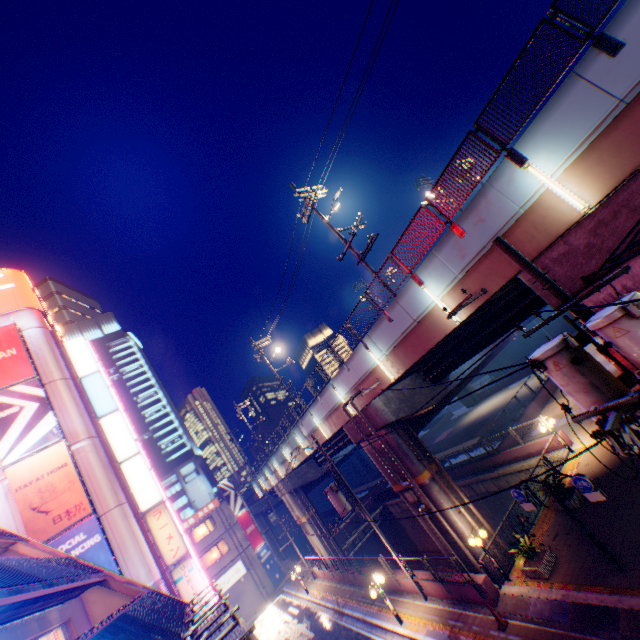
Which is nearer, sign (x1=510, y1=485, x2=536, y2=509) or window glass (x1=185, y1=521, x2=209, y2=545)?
sign (x1=510, y1=485, x2=536, y2=509)

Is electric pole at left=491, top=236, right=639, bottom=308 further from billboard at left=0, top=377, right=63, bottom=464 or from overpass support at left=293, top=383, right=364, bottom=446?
billboard at left=0, top=377, right=63, bottom=464

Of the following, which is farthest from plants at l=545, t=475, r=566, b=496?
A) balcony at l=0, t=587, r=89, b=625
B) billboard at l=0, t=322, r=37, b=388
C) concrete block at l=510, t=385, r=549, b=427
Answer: billboard at l=0, t=322, r=37, b=388

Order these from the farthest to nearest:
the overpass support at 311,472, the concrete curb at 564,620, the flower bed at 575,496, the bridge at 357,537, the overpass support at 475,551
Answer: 1. the bridge at 357,537
2. the overpass support at 311,472
3. the overpass support at 475,551
4. the flower bed at 575,496
5. the concrete curb at 564,620

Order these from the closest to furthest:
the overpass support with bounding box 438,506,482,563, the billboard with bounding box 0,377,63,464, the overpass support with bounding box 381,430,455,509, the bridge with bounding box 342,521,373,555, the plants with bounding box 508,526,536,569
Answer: the plants with bounding box 508,526,536,569
the overpass support with bounding box 438,506,482,563
the overpass support with bounding box 381,430,455,509
the billboard with bounding box 0,377,63,464
the bridge with bounding box 342,521,373,555

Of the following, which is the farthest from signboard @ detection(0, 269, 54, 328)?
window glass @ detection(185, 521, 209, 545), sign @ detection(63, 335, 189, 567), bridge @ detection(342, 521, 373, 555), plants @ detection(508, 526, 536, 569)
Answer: bridge @ detection(342, 521, 373, 555)

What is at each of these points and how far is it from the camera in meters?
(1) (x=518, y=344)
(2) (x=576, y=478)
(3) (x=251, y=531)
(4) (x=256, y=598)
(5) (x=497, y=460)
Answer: (1) building, 51.9
(2) sign, 10.3
(3) billboard, 41.2
(4) building, 36.8
(5) concrete block, 23.4

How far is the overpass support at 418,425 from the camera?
18.2 meters
